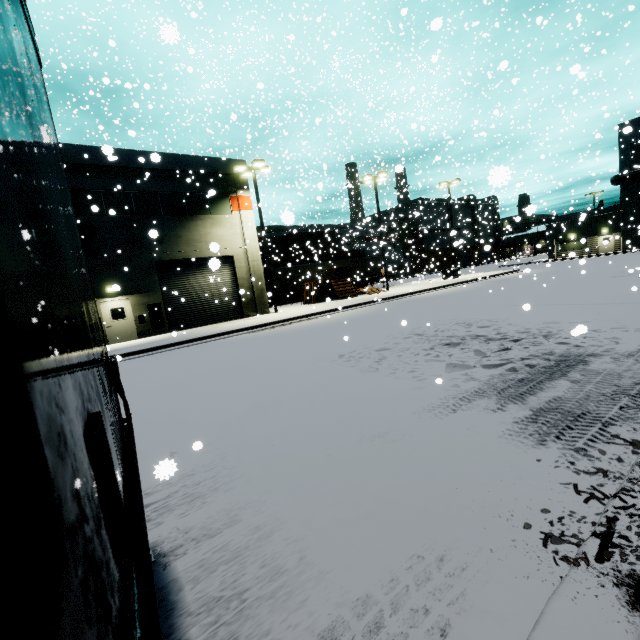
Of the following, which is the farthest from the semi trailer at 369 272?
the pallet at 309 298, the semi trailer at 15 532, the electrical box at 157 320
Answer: the electrical box at 157 320

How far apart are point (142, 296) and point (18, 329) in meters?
21.6 m

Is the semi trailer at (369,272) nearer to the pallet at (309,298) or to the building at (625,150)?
the building at (625,150)

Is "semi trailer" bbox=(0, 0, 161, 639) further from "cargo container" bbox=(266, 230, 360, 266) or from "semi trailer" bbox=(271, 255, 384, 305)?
"cargo container" bbox=(266, 230, 360, 266)

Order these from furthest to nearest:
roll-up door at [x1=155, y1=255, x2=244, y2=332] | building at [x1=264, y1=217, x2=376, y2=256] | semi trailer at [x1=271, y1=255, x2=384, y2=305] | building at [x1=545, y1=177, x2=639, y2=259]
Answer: building at [x1=264, y1=217, x2=376, y2=256]
building at [x1=545, y1=177, x2=639, y2=259]
semi trailer at [x1=271, y1=255, x2=384, y2=305]
roll-up door at [x1=155, y1=255, x2=244, y2=332]

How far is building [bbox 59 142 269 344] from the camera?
17.77m

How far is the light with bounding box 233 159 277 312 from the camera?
20.4 meters

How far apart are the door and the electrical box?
0.82m
